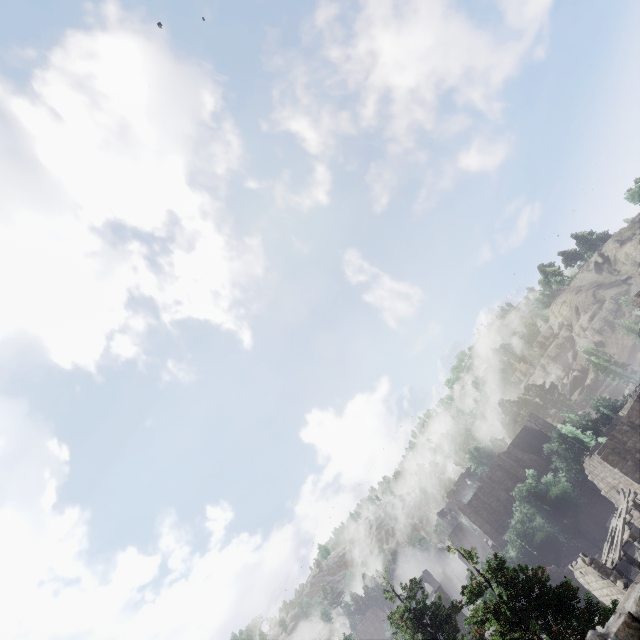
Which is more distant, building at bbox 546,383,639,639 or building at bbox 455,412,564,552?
building at bbox 455,412,564,552

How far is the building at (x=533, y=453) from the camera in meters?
44.8

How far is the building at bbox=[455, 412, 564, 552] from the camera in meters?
44.8 m

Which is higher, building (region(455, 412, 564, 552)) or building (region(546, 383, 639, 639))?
building (region(455, 412, 564, 552))

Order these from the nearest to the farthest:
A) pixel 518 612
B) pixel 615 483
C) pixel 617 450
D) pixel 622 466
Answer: pixel 518 612, pixel 622 466, pixel 617 450, pixel 615 483

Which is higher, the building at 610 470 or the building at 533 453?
the building at 533 453
